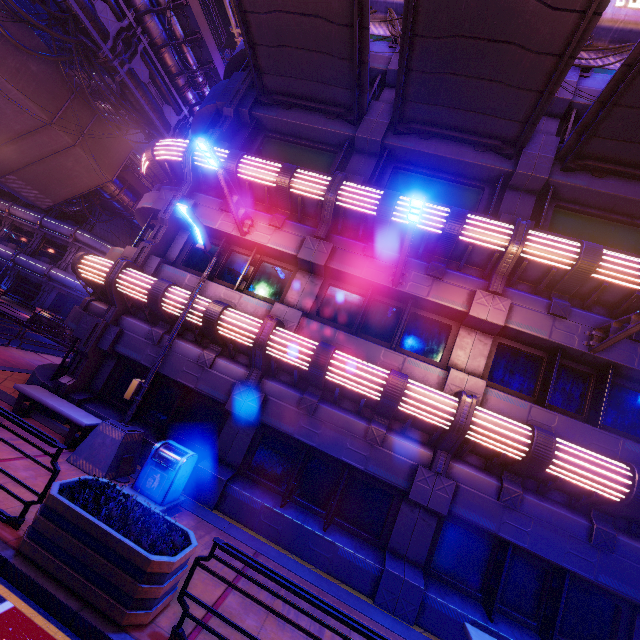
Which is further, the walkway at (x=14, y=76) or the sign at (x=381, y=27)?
the walkway at (x=14, y=76)

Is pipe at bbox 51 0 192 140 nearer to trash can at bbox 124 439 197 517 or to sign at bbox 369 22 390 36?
sign at bbox 369 22 390 36

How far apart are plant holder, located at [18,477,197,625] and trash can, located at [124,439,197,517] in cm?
116

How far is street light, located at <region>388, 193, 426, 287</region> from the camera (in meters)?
6.06

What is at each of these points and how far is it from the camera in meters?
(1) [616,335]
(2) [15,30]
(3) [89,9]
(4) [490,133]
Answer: (1) street light, 7.0 m
(2) walkway, 14.5 m
(3) pipe, 14.3 m
(4) awning, 9.5 m

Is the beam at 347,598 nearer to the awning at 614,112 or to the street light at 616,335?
the street light at 616,335

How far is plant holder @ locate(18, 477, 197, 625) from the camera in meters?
4.0

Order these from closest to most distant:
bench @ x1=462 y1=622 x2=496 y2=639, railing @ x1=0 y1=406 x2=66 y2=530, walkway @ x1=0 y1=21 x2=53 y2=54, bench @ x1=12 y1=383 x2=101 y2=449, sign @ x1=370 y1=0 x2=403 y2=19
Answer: Result:
railing @ x1=0 y1=406 x2=66 y2=530
bench @ x1=462 y1=622 x2=496 y2=639
bench @ x1=12 y1=383 x2=101 y2=449
sign @ x1=370 y1=0 x2=403 y2=19
walkway @ x1=0 y1=21 x2=53 y2=54
